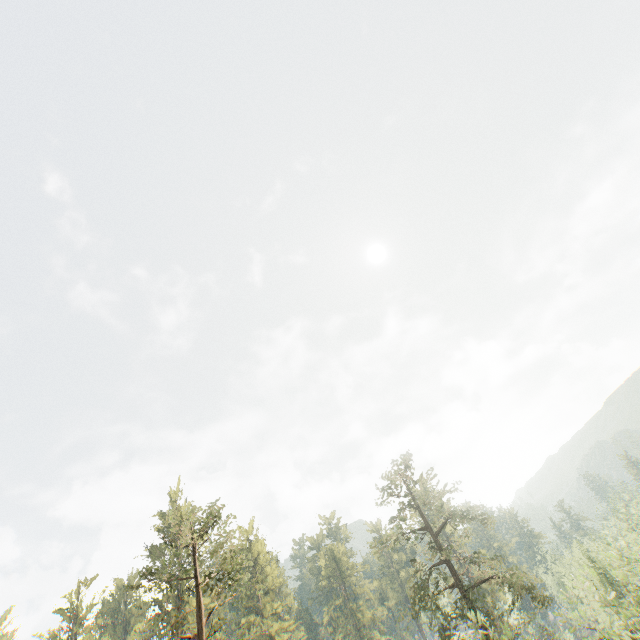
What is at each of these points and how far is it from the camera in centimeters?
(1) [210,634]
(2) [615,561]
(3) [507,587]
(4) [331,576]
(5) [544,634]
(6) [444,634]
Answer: (1) foliage, 1977cm
(2) foliage, 3528cm
(3) foliage, 2436cm
(4) foliage, 5944cm
(5) foliage, 2378cm
(6) foliage, 2219cm

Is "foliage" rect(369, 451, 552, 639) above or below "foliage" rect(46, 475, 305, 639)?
below

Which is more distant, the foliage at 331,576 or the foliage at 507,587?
the foliage at 331,576

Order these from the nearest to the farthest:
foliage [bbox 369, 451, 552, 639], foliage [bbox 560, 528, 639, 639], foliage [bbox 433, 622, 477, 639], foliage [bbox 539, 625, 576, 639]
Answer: foliage [bbox 433, 622, 477, 639], foliage [bbox 560, 528, 639, 639], foliage [bbox 539, 625, 576, 639], foliage [bbox 369, 451, 552, 639]

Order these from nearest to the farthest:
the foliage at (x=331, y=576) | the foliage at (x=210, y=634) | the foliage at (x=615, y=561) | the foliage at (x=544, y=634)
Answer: the foliage at (x=615, y=561) < the foliage at (x=544, y=634) < the foliage at (x=210, y=634) < the foliage at (x=331, y=576)

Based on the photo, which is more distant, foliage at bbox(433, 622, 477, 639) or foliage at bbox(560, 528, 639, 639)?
foliage at bbox(560, 528, 639, 639)
